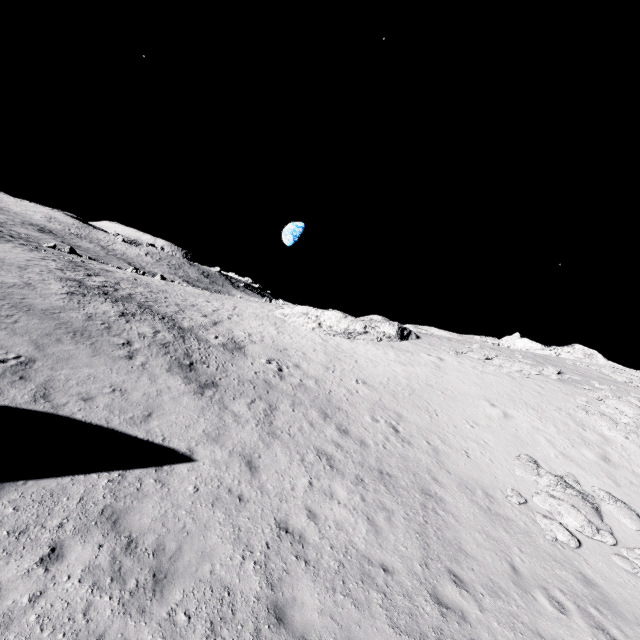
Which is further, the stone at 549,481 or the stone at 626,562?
Answer: the stone at 549,481

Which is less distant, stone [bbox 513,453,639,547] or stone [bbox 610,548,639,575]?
stone [bbox 610,548,639,575]

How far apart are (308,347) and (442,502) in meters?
16.5 m
